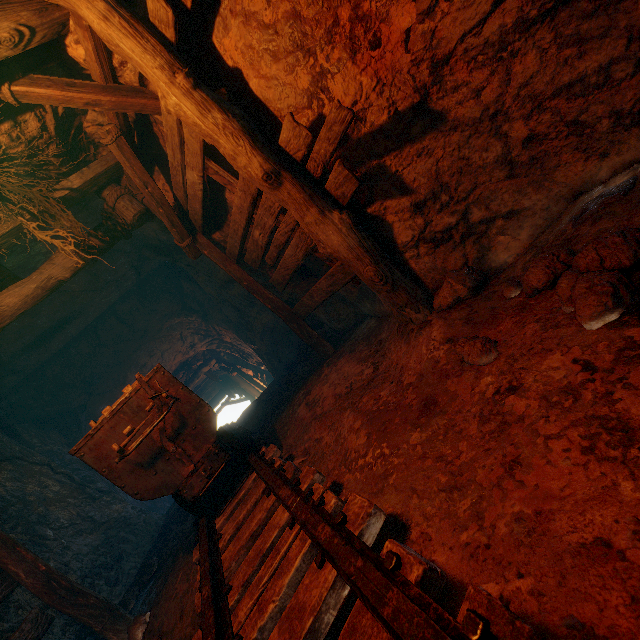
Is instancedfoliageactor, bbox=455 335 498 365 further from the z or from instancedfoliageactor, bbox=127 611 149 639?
the z

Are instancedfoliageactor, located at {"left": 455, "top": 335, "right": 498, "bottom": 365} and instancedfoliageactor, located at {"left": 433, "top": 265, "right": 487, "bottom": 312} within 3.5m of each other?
yes

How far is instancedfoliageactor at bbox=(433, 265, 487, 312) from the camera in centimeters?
245cm

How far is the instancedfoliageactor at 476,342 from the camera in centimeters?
186cm

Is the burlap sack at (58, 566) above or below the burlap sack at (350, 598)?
above

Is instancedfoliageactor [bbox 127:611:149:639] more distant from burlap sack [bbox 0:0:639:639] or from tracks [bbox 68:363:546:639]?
tracks [bbox 68:363:546:639]

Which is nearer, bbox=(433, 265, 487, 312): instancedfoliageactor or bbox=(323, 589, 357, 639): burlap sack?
bbox=(323, 589, 357, 639): burlap sack

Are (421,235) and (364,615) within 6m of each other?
yes
